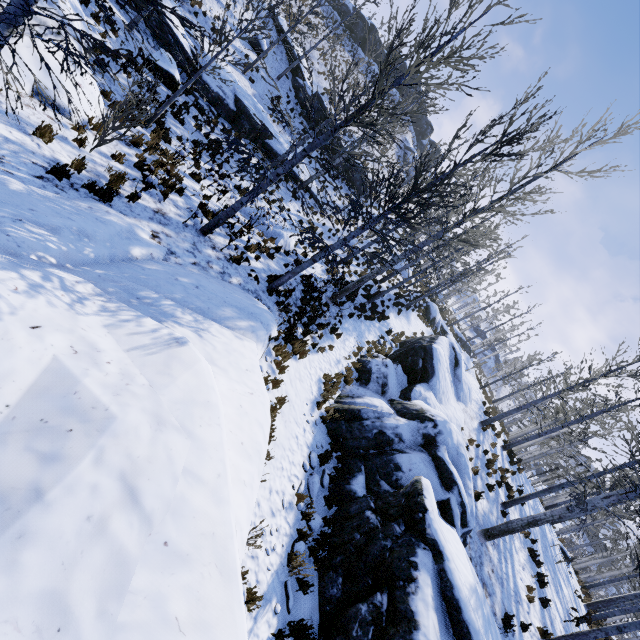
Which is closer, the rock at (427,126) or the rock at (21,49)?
the rock at (21,49)

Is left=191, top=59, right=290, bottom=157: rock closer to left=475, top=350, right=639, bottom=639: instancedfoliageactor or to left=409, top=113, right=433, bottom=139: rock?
left=475, top=350, right=639, bottom=639: instancedfoliageactor

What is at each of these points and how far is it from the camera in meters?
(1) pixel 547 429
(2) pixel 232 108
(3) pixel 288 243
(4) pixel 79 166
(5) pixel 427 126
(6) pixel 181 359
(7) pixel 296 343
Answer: (1) instancedfoliageactor, 21.7
(2) rock, 17.2
(3) rock, 14.3
(4) instancedfoliageactor, 6.5
(5) rock, 58.6
(6) rock, 3.3
(7) instancedfoliageactor, 9.5

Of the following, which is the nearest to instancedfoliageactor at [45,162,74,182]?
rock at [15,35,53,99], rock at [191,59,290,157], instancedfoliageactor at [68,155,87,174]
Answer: rock at [15,35,53,99]

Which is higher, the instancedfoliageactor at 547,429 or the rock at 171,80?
the instancedfoliageactor at 547,429

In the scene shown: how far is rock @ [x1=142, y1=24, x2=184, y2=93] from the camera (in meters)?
13.08

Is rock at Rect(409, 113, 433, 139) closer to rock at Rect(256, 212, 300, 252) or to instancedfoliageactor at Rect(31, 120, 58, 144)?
rock at Rect(256, 212, 300, 252)

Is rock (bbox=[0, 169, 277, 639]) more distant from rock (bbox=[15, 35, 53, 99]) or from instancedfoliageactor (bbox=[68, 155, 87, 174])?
rock (bbox=[15, 35, 53, 99])
